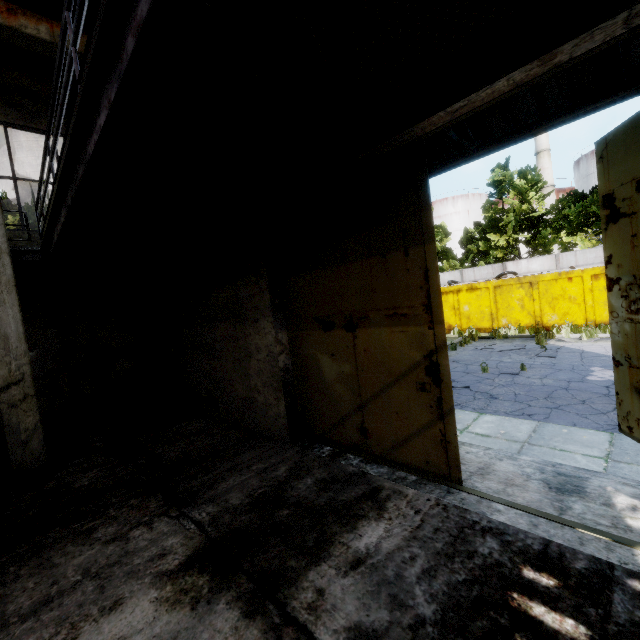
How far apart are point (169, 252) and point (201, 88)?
5.30m

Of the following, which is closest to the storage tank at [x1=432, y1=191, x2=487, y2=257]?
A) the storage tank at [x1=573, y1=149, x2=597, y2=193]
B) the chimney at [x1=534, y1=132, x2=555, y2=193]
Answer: the chimney at [x1=534, y1=132, x2=555, y2=193]

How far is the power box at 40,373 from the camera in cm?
783

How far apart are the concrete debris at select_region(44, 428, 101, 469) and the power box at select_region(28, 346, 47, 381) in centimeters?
143cm

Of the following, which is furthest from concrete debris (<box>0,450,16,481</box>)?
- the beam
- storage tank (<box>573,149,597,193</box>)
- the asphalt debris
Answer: storage tank (<box>573,149,597,193</box>)

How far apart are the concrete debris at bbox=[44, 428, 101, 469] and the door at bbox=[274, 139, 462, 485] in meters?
4.0 m

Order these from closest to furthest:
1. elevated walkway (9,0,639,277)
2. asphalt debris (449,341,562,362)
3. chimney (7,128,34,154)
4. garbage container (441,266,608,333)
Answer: elevated walkway (9,0,639,277) < asphalt debris (449,341,562,362) < garbage container (441,266,608,333) < chimney (7,128,34,154)

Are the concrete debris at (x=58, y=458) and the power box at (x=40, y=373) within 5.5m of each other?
yes
